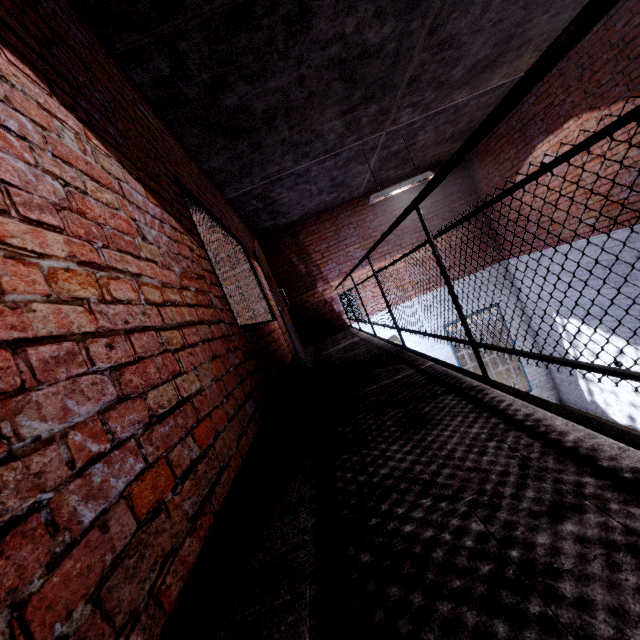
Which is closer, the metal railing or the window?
the metal railing

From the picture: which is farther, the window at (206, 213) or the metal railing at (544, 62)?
the window at (206, 213)

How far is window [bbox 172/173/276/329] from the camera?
2.7m

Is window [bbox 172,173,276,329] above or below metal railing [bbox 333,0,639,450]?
above

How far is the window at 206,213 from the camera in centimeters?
267cm

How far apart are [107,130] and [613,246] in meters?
7.2
